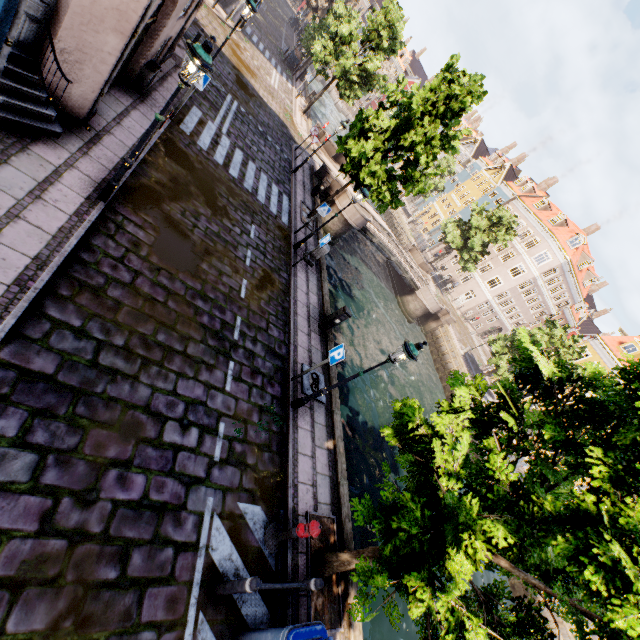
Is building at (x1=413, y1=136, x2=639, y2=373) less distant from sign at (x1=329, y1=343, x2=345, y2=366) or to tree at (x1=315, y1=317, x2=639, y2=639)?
tree at (x1=315, y1=317, x2=639, y2=639)

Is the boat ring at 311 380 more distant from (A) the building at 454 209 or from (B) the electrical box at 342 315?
(A) the building at 454 209

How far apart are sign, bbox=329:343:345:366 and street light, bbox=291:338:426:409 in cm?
47

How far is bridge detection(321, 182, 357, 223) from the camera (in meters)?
21.75

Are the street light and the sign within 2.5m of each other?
yes

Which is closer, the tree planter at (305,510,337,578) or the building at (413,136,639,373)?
the tree planter at (305,510,337,578)

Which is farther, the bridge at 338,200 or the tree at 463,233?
the tree at 463,233

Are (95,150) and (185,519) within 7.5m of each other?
no
